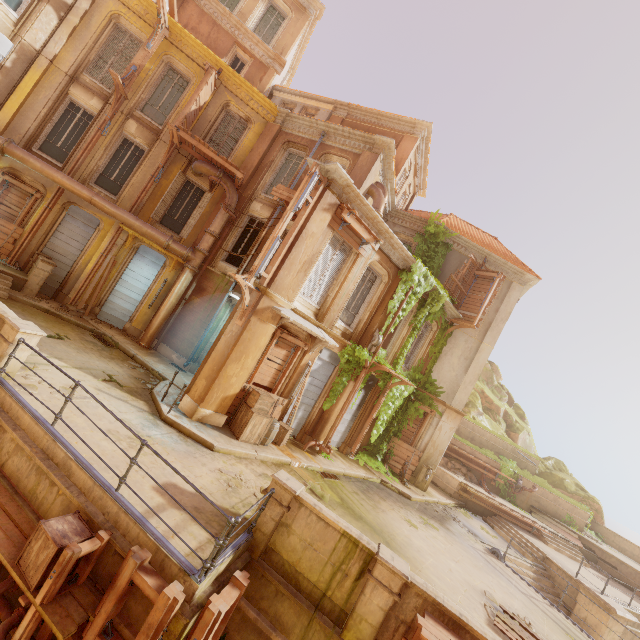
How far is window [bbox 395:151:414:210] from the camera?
19.01m

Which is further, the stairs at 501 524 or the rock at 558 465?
the rock at 558 465

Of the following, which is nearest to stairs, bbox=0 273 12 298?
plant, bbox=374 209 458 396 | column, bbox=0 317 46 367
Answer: column, bbox=0 317 46 367

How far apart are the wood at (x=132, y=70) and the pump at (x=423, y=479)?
21.83m

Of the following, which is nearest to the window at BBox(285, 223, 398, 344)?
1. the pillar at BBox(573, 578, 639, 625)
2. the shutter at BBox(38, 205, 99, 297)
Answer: the shutter at BBox(38, 205, 99, 297)

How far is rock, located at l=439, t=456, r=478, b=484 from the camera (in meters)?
20.67

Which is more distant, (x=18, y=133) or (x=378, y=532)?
(x=18, y=133)

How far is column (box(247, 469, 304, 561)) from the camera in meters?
6.2 m
